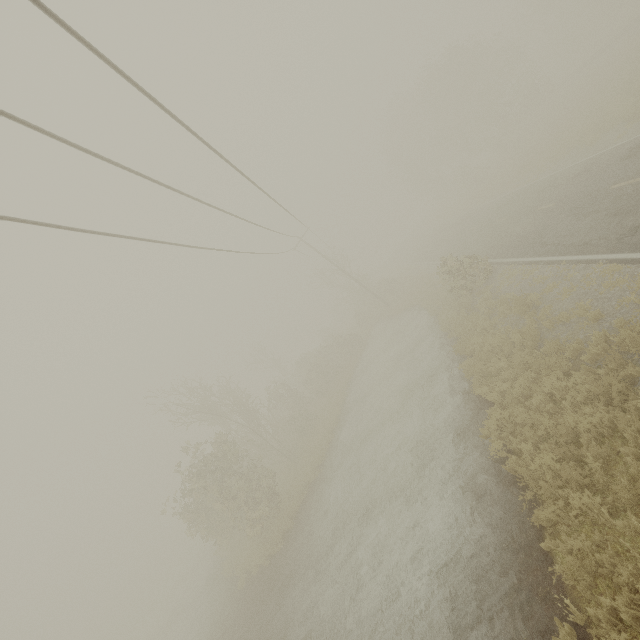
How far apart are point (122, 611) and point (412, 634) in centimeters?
5860cm
